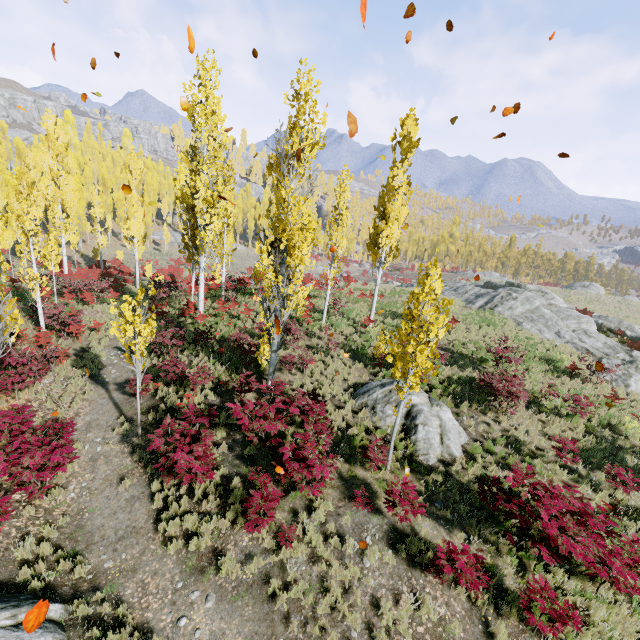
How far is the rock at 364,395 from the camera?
11.39m

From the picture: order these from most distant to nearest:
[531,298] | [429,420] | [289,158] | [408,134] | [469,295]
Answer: [469,295] → [531,298] → [408,134] → [429,420] → [289,158]

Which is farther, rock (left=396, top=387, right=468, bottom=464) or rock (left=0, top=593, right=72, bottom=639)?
rock (left=396, top=387, right=468, bottom=464)

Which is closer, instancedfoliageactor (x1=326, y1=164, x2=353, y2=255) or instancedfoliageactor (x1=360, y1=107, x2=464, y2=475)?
instancedfoliageactor (x1=360, y1=107, x2=464, y2=475)

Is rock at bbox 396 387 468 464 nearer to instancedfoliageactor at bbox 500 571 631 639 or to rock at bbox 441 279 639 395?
instancedfoliageactor at bbox 500 571 631 639

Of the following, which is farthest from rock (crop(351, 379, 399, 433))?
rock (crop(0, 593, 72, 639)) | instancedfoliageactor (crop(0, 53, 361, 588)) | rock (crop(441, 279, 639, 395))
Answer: rock (crop(0, 593, 72, 639))

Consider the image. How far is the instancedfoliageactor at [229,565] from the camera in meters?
7.1
